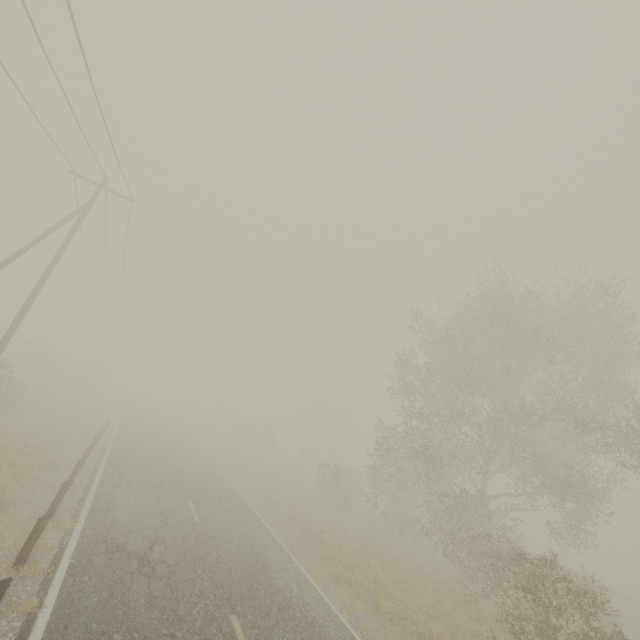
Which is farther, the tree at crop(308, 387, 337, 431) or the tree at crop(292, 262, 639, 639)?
the tree at crop(308, 387, 337, 431)

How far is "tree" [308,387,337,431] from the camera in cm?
5500

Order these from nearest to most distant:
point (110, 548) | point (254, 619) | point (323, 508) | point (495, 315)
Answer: point (254, 619), point (110, 548), point (495, 315), point (323, 508)

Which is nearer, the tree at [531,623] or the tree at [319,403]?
the tree at [531,623]

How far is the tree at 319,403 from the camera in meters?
55.0
